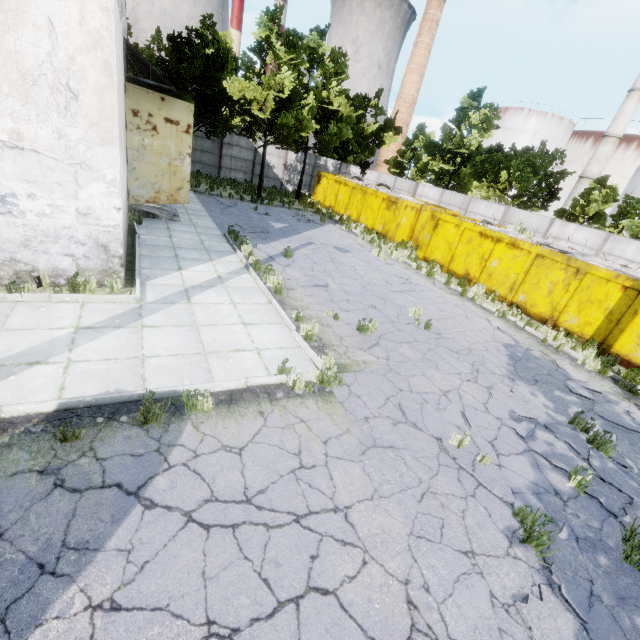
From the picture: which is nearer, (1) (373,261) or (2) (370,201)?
(1) (373,261)

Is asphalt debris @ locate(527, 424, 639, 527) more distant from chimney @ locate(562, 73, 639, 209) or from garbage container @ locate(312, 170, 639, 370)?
chimney @ locate(562, 73, 639, 209)

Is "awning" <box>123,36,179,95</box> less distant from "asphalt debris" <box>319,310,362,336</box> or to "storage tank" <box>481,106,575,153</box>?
"asphalt debris" <box>319,310,362,336</box>

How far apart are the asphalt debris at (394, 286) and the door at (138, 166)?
9.2 meters

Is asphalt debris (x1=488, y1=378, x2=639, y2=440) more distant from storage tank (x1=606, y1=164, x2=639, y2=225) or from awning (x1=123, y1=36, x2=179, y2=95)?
storage tank (x1=606, y1=164, x2=639, y2=225)

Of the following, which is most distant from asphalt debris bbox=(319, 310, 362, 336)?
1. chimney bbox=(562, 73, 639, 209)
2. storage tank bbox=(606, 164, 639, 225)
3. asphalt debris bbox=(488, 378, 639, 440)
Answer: chimney bbox=(562, 73, 639, 209)

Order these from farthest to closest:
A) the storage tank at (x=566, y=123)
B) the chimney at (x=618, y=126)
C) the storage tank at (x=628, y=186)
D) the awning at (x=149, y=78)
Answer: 1. the storage tank at (x=566, y=123)
2. the storage tank at (x=628, y=186)
3. the chimney at (x=618, y=126)
4. the awning at (x=149, y=78)

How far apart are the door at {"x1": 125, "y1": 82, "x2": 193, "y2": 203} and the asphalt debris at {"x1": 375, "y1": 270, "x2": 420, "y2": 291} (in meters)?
9.16
